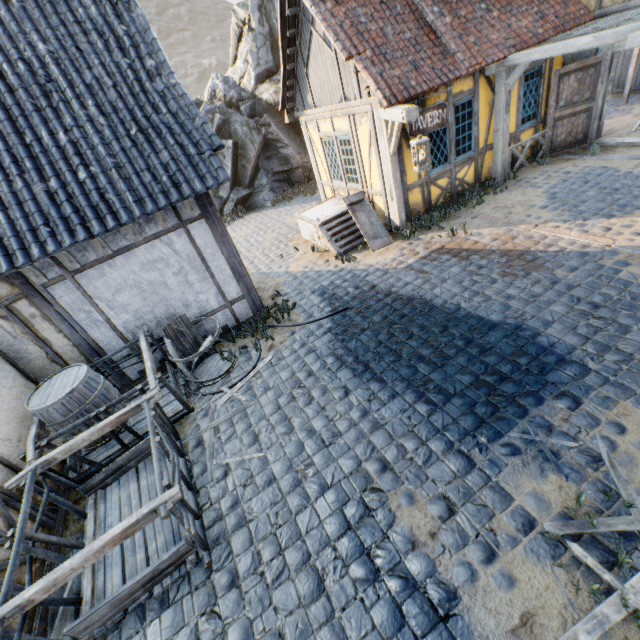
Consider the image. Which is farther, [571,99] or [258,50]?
[258,50]

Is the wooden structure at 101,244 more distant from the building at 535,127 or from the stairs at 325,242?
the building at 535,127

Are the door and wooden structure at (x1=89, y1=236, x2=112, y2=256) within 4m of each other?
no

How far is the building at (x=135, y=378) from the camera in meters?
6.3 m

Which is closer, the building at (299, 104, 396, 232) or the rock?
the building at (299, 104, 396, 232)

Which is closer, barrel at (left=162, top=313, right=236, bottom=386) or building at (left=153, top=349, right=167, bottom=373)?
barrel at (left=162, top=313, right=236, bottom=386)

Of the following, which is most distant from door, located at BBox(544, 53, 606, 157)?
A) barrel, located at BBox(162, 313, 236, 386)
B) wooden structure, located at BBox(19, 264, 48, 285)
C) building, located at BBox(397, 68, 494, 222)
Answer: wooden structure, located at BBox(19, 264, 48, 285)

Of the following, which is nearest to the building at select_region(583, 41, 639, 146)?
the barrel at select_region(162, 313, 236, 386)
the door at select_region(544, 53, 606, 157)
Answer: the door at select_region(544, 53, 606, 157)
